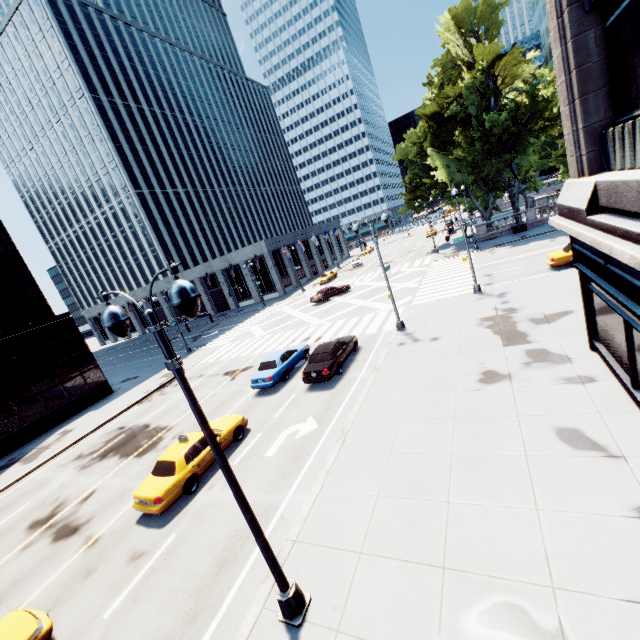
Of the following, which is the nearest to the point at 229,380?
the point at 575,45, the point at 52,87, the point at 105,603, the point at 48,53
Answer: the point at 105,603

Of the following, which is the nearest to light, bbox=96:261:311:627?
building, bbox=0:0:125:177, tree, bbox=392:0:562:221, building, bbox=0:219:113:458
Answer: tree, bbox=392:0:562:221

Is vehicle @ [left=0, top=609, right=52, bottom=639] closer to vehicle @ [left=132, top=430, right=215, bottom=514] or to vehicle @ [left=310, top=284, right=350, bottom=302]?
vehicle @ [left=132, top=430, right=215, bottom=514]

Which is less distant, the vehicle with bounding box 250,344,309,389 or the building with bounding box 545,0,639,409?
the building with bounding box 545,0,639,409

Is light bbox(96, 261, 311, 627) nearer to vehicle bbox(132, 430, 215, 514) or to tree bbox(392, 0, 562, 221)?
vehicle bbox(132, 430, 215, 514)

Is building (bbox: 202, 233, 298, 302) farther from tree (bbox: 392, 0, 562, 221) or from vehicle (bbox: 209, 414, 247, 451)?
vehicle (bbox: 209, 414, 247, 451)

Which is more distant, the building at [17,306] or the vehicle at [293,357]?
the building at [17,306]

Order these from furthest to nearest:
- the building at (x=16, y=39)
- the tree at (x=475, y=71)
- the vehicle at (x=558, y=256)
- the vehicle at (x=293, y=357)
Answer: the building at (x=16, y=39), the tree at (x=475, y=71), the vehicle at (x=558, y=256), the vehicle at (x=293, y=357)
